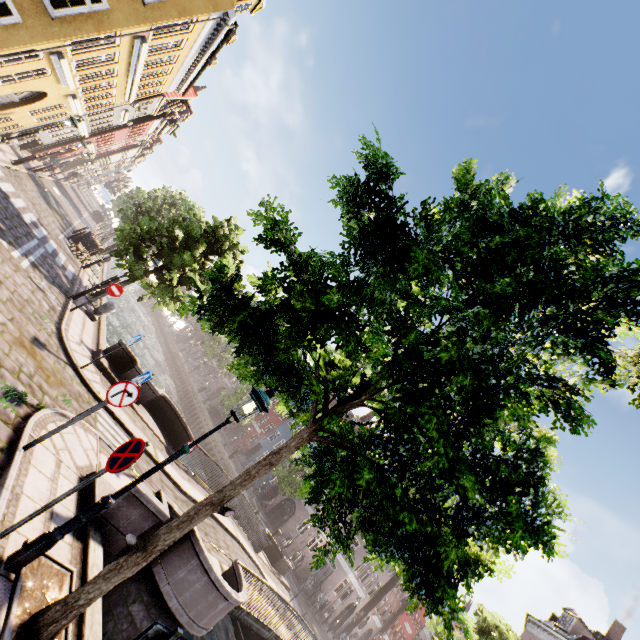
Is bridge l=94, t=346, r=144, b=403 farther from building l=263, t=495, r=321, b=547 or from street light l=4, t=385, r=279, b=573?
building l=263, t=495, r=321, b=547

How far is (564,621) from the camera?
24.3m

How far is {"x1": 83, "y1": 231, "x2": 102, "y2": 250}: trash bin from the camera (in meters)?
21.08

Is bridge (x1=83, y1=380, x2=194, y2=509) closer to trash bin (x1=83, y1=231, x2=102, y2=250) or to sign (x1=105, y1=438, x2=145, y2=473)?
sign (x1=105, y1=438, x2=145, y2=473)

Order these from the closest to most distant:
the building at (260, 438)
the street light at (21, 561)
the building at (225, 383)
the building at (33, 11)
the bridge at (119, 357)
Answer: →
the street light at (21, 561)
the building at (33, 11)
the bridge at (119, 357)
the building at (260, 438)
the building at (225, 383)

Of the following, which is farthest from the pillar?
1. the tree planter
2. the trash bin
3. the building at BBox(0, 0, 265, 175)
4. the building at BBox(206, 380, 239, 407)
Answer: the building at BBox(206, 380, 239, 407)

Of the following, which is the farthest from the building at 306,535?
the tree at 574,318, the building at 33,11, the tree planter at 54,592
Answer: the building at 33,11

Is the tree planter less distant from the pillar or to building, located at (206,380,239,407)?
the pillar
